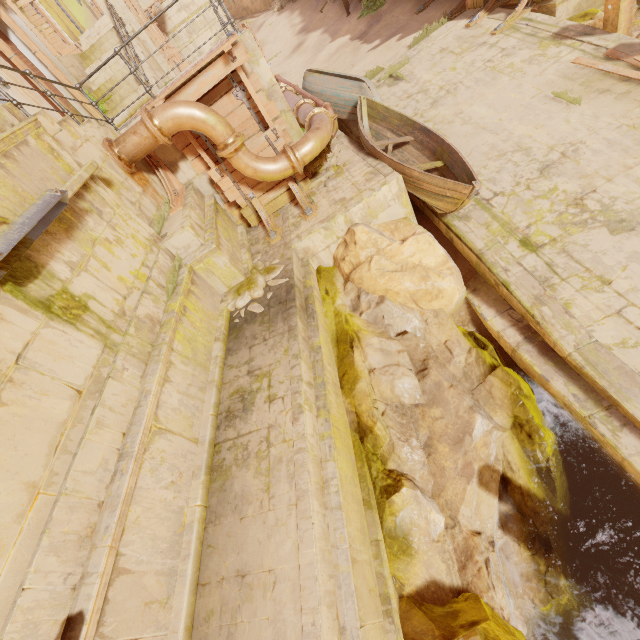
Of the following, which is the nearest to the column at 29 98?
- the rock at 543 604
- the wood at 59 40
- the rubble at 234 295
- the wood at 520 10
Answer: the rubble at 234 295

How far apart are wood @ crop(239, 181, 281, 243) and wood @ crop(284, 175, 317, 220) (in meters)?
0.42

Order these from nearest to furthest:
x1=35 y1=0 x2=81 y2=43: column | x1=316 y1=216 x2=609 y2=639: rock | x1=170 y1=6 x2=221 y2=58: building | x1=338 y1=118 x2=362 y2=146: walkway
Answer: x1=316 y1=216 x2=609 y2=639: rock, x1=338 y1=118 x2=362 y2=146: walkway, x1=35 y1=0 x2=81 y2=43: column, x1=170 y1=6 x2=221 y2=58: building

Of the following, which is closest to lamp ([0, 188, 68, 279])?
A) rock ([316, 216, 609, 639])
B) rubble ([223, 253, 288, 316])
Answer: rubble ([223, 253, 288, 316])

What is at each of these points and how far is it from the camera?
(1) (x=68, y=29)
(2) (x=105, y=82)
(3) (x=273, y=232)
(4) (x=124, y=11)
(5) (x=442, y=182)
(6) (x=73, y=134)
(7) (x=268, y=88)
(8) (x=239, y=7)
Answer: (1) column, 19.2 meters
(2) stairs, 11.7 meters
(3) wood, 7.8 meters
(4) pillar, 12.2 meters
(5) boat, 6.6 meters
(6) stairs, 5.8 meters
(7) building, 7.2 meters
(8) building, 27.2 meters

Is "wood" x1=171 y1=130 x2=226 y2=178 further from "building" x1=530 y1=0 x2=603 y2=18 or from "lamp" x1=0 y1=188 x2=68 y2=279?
"building" x1=530 y1=0 x2=603 y2=18

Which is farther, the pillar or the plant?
the plant

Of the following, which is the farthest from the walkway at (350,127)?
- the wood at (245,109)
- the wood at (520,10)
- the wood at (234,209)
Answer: the wood at (234,209)
